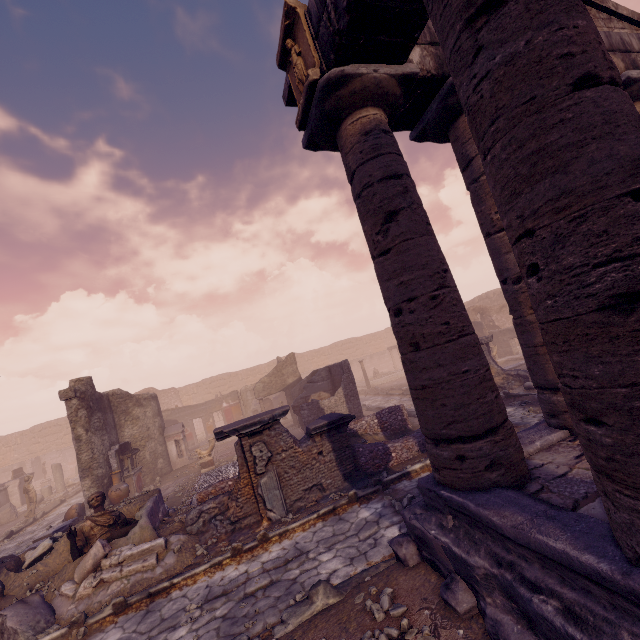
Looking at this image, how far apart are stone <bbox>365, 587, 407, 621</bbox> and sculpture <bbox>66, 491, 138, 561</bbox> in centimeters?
588cm

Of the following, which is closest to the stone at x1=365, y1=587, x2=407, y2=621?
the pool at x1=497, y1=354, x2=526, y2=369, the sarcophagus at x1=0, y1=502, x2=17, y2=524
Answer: the pool at x1=497, y1=354, x2=526, y2=369

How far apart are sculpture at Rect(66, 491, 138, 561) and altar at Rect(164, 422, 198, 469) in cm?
864

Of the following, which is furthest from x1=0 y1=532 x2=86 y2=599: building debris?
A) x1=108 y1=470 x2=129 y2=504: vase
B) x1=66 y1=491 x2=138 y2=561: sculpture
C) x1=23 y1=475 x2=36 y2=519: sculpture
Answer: x1=23 y1=475 x2=36 y2=519: sculpture

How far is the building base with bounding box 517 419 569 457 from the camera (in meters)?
4.36

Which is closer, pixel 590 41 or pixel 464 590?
pixel 590 41

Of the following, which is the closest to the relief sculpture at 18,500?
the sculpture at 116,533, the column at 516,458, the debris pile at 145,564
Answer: the debris pile at 145,564

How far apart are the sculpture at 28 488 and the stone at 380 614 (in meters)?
19.28
